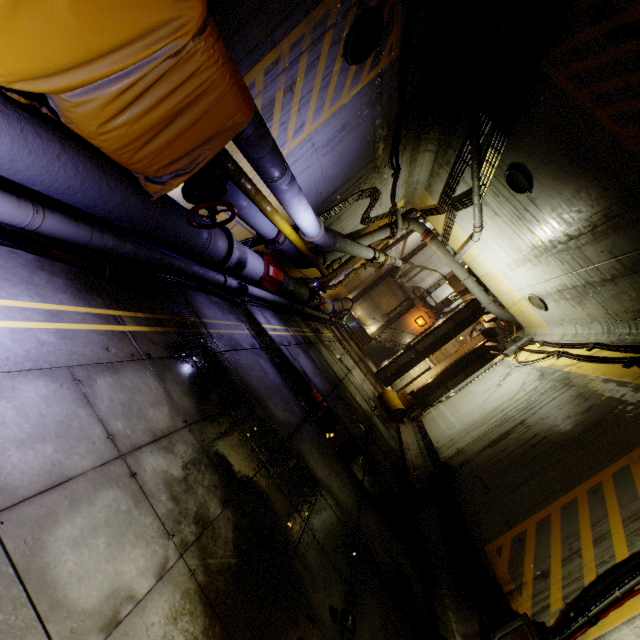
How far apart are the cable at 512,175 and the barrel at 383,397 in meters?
8.3 m

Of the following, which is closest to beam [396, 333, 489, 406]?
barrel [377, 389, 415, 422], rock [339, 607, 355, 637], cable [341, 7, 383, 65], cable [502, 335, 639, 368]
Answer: cable [502, 335, 639, 368]

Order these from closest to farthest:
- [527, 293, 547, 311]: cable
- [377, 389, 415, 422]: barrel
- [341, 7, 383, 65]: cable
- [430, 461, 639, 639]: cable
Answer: [430, 461, 639, 639]: cable → [341, 7, 383, 65]: cable → [527, 293, 547, 311]: cable → [377, 389, 415, 422]: barrel

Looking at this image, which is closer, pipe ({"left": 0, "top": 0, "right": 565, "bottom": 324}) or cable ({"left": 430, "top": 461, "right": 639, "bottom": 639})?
pipe ({"left": 0, "top": 0, "right": 565, "bottom": 324})

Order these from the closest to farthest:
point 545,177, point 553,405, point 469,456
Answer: point 545,177, point 553,405, point 469,456

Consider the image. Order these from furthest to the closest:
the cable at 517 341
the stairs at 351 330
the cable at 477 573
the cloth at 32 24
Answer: the stairs at 351 330 → the cable at 517 341 → the cable at 477 573 → the cloth at 32 24

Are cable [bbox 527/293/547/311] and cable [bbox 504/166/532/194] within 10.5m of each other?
yes

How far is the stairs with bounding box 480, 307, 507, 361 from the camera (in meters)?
17.66
